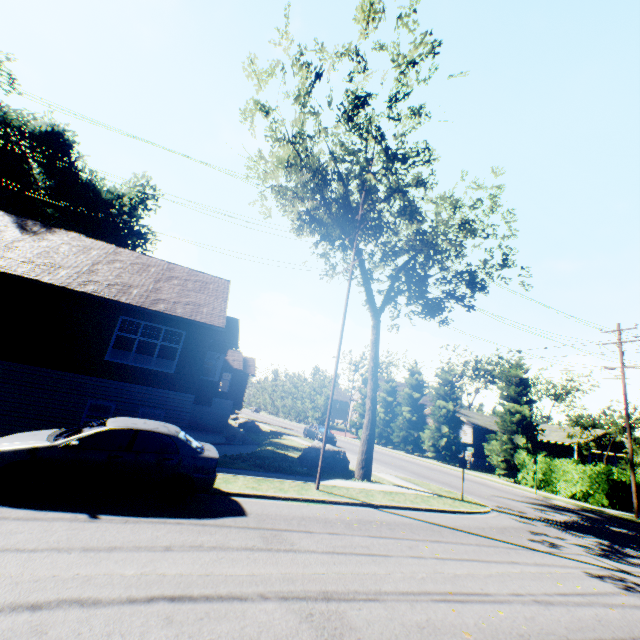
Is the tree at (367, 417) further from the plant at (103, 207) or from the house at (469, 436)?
the plant at (103, 207)

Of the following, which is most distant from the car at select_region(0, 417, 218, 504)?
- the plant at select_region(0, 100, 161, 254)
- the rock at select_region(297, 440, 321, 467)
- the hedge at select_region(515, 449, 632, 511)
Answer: the plant at select_region(0, 100, 161, 254)

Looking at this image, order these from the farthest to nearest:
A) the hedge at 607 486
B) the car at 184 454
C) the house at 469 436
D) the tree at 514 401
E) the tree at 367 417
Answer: the house at 469 436 < the tree at 514 401 < the hedge at 607 486 < the tree at 367 417 < the car at 184 454

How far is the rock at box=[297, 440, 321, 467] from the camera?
16.8 meters

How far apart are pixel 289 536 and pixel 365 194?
15.3 meters

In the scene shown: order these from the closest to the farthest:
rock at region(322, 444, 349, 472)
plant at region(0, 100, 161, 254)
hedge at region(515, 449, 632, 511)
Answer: rock at region(322, 444, 349, 472)
hedge at region(515, 449, 632, 511)
plant at region(0, 100, 161, 254)

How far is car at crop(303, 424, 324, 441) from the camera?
30.9 meters

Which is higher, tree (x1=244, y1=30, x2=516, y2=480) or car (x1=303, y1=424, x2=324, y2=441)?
tree (x1=244, y1=30, x2=516, y2=480)
